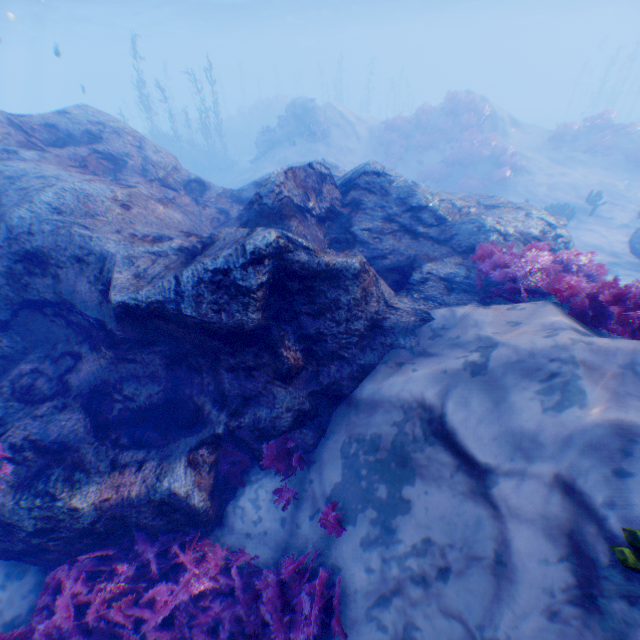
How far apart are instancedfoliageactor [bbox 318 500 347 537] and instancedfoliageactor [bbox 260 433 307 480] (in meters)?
0.49

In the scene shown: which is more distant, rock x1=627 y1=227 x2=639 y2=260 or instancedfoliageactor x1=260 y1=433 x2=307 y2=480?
rock x1=627 y1=227 x2=639 y2=260

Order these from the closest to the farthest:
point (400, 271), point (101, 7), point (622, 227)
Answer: point (400, 271) → point (622, 227) → point (101, 7)

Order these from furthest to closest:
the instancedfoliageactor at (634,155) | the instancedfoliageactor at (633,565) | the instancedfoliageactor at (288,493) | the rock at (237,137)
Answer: the rock at (237,137) < the instancedfoliageactor at (634,155) < the instancedfoliageactor at (288,493) < the instancedfoliageactor at (633,565)

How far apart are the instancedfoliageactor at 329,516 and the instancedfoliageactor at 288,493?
0.49m

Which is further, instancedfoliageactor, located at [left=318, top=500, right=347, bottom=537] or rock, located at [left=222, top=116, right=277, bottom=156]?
rock, located at [left=222, top=116, right=277, bottom=156]

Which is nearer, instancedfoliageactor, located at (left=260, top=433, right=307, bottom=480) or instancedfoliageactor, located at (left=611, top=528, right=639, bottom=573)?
instancedfoliageactor, located at (left=611, top=528, right=639, bottom=573)

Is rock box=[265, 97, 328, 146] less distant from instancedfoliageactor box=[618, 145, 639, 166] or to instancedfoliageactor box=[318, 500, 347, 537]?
instancedfoliageactor box=[318, 500, 347, 537]
